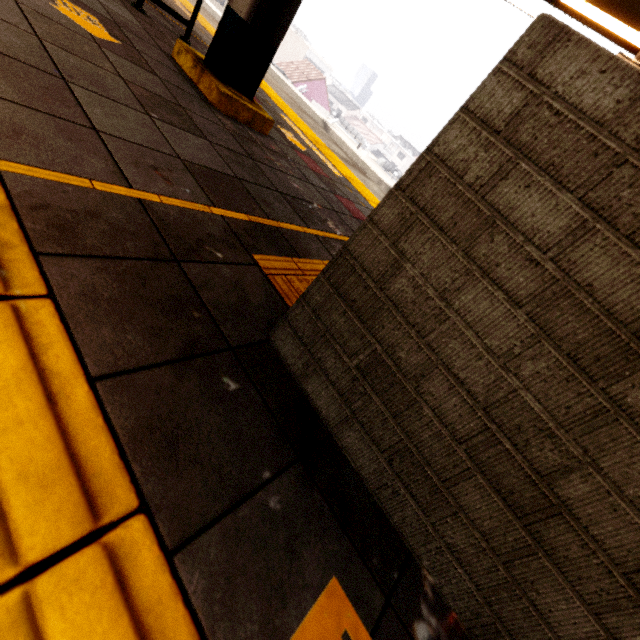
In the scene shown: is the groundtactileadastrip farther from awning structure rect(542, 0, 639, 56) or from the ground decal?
awning structure rect(542, 0, 639, 56)

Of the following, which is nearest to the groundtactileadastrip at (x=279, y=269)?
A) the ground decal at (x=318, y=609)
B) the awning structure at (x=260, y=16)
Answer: the ground decal at (x=318, y=609)

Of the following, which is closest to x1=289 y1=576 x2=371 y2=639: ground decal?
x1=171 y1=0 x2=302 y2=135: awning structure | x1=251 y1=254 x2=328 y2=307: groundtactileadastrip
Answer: x1=251 y1=254 x2=328 y2=307: groundtactileadastrip

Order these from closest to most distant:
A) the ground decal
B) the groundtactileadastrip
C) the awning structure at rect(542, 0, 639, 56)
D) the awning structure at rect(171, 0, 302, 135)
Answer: the ground decal
the groundtactileadastrip
the awning structure at rect(171, 0, 302, 135)
the awning structure at rect(542, 0, 639, 56)

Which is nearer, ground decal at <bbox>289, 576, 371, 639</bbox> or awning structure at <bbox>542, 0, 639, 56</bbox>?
ground decal at <bbox>289, 576, 371, 639</bbox>

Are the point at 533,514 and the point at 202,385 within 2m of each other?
yes

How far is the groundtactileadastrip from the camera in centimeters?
135cm

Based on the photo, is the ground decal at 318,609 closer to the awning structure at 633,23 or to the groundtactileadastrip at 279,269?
the groundtactileadastrip at 279,269
